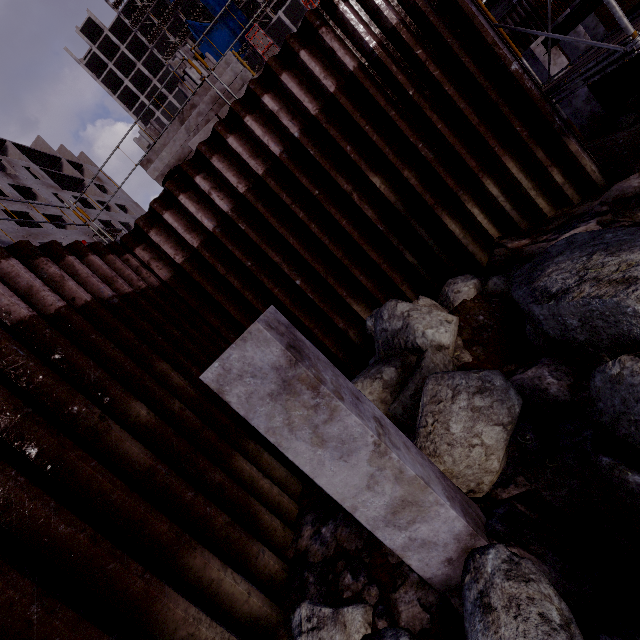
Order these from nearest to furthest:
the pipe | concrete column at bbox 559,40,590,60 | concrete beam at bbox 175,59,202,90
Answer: concrete beam at bbox 175,59,202,90
the pipe
concrete column at bbox 559,40,590,60

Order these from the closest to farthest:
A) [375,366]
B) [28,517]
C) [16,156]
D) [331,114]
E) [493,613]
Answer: [493,613], [28,517], [375,366], [331,114], [16,156]

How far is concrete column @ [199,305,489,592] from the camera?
2.28m

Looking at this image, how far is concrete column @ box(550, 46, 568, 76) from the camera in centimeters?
1014cm

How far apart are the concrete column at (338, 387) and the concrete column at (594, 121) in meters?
13.3 m

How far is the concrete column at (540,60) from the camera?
10.13m

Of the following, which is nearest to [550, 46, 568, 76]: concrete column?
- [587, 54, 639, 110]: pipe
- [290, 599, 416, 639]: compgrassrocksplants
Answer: [587, 54, 639, 110]: pipe

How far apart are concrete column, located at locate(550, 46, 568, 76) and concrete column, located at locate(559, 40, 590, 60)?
6.18m
